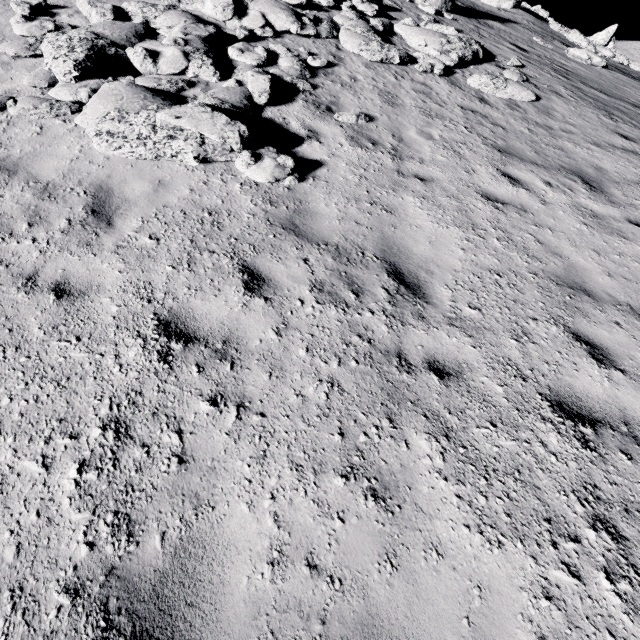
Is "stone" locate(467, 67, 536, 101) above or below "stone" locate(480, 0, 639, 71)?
below

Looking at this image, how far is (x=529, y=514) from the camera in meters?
2.6 m

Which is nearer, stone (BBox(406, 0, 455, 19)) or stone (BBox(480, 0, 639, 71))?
stone (BBox(406, 0, 455, 19))

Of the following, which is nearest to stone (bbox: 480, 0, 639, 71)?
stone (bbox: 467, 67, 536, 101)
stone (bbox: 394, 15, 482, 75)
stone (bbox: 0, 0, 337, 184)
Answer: stone (bbox: 394, 15, 482, 75)

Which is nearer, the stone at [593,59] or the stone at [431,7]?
the stone at [431,7]

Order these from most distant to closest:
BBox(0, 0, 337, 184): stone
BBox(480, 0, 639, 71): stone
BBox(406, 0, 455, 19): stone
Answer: BBox(480, 0, 639, 71): stone < BBox(406, 0, 455, 19): stone < BBox(0, 0, 337, 184): stone

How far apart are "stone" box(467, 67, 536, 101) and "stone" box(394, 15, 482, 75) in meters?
0.7

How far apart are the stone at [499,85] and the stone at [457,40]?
0.7m
